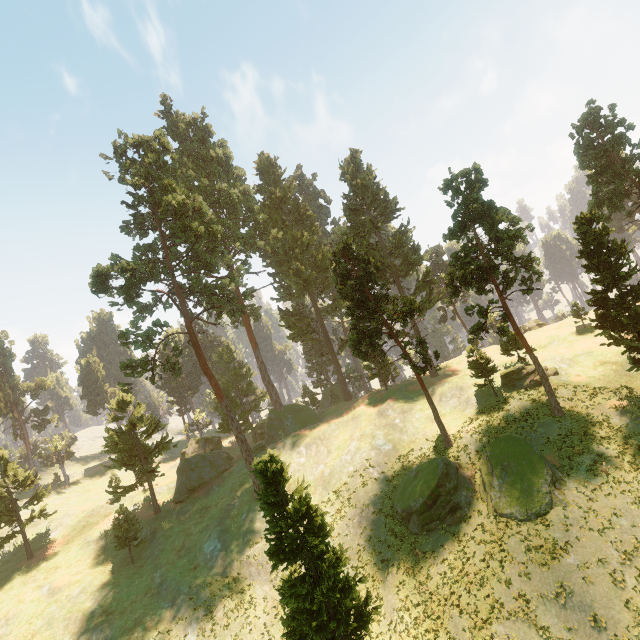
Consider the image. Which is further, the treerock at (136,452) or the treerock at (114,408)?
the treerock at (136,452)

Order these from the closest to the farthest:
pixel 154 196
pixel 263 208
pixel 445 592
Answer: pixel 445 592 < pixel 154 196 < pixel 263 208

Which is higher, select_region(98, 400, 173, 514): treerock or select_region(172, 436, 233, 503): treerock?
select_region(98, 400, 173, 514): treerock

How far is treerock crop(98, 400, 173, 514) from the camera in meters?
39.5 m

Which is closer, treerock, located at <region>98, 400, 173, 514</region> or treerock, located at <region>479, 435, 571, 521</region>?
treerock, located at <region>479, 435, 571, 521</region>

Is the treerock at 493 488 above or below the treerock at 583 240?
below
